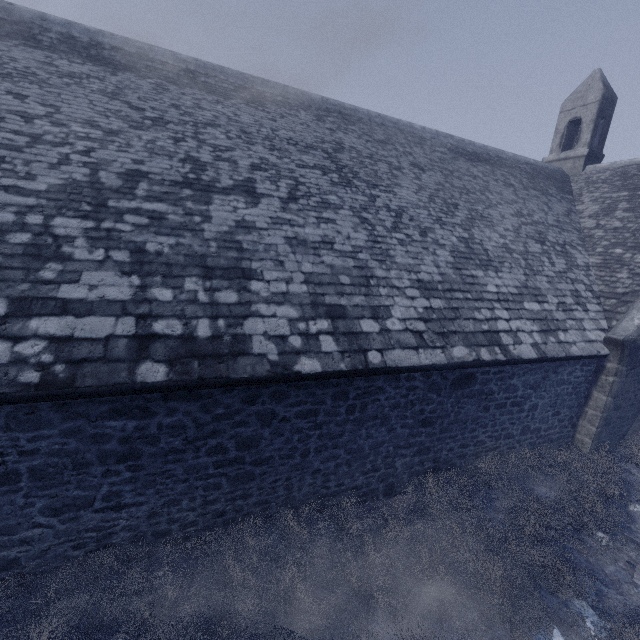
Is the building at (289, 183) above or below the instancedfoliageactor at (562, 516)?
above

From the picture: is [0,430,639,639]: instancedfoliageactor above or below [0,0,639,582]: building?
below

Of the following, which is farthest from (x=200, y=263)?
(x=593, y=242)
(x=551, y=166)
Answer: (x=551, y=166)
